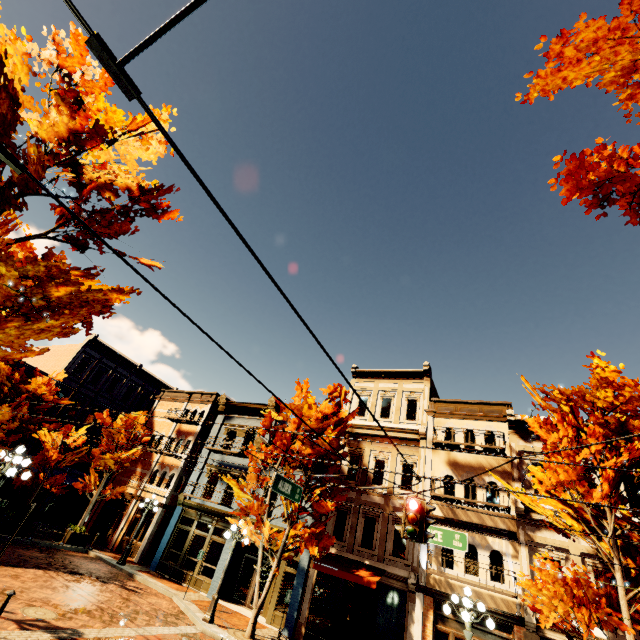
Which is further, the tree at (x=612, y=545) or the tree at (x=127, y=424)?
the tree at (x=127, y=424)

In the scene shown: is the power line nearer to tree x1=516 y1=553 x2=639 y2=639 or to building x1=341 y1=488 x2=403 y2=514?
tree x1=516 y1=553 x2=639 y2=639

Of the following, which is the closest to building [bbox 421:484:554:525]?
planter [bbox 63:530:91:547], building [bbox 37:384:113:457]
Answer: planter [bbox 63:530:91:547]

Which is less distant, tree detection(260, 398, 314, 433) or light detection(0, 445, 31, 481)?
light detection(0, 445, 31, 481)

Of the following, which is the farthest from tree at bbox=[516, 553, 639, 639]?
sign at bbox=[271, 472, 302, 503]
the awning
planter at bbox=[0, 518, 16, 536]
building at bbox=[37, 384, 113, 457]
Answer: building at bbox=[37, 384, 113, 457]

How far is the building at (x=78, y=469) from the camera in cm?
2609

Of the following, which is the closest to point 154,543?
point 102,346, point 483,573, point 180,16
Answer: point 102,346

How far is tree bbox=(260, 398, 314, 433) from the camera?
15.7 meters
